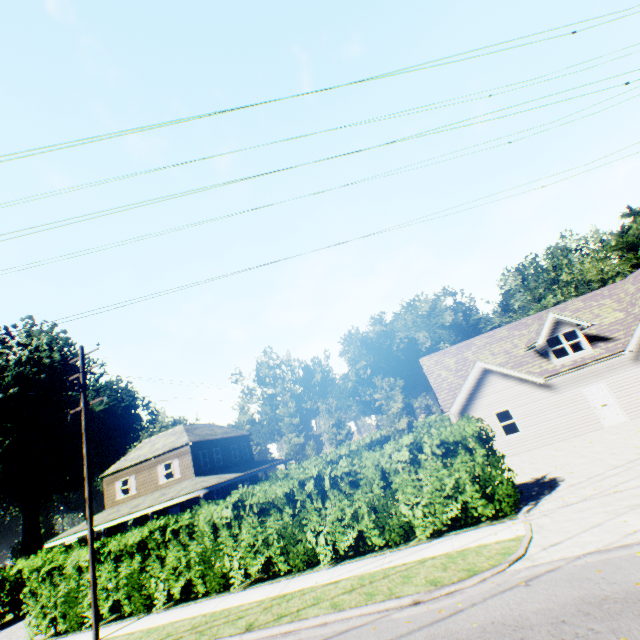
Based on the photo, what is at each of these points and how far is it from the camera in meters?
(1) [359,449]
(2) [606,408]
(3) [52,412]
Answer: (1) hedge, 12.1
(2) door, 17.9
(3) plant, 46.2

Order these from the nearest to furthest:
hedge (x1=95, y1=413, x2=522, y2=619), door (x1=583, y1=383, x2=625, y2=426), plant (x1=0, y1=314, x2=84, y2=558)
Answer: hedge (x1=95, y1=413, x2=522, y2=619), door (x1=583, y1=383, x2=625, y2=426), plant (x1=0, y1=314, x2=84, y2=558)

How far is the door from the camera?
17.7 meters

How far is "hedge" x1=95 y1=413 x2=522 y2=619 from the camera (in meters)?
10.79

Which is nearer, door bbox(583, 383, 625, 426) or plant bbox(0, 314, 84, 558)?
door bbox(583, 383, 625, 426)

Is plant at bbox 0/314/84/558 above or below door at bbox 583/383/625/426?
above

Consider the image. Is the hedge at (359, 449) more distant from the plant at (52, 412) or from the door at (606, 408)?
the plant at (52, 412)
